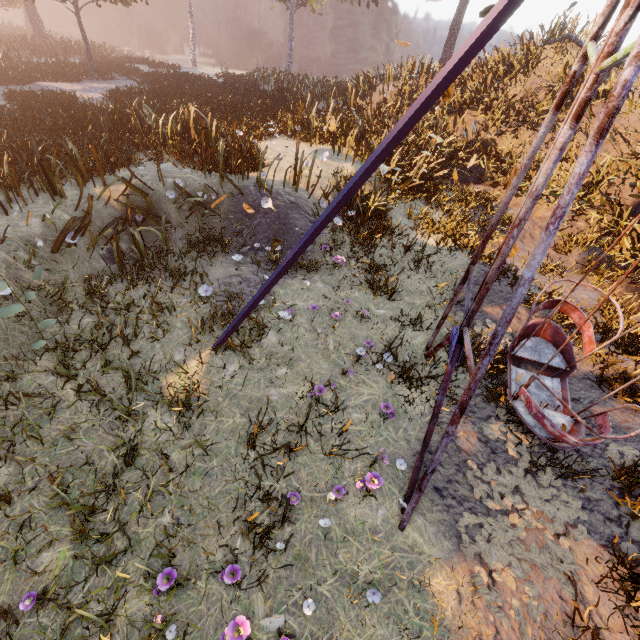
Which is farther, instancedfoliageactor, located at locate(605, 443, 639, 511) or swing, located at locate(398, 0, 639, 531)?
instancedfoliageactor, located at locate(605, 443, 639, 511)

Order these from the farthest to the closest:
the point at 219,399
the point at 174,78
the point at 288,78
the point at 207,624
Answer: the point at 288,78, the point at 174,78, the point at 219,399, the point at 207,624

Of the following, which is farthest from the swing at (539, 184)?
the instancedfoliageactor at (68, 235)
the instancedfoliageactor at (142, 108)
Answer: the instancedfoliageactor at (142, 108)

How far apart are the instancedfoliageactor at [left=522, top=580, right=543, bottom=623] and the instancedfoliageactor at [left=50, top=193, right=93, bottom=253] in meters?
7.4 m

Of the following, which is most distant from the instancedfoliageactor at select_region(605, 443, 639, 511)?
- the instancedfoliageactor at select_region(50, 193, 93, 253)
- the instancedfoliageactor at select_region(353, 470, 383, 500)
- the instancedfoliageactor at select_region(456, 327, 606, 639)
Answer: the instancedfoliageactor at select_region(50, 193, 93, 253)

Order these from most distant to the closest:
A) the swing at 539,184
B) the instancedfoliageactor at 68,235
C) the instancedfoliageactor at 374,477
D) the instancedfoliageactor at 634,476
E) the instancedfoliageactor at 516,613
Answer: the instancedfoliageactor at 68,235
the instancedfoliageactor at 634,476
the instancedfoliageactor at 374,477
the instancedfoliageactor at 516,613
the swing at 539,184

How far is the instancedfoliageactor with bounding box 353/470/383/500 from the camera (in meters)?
3.62

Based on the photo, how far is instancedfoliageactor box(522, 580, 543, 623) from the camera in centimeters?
322cm
